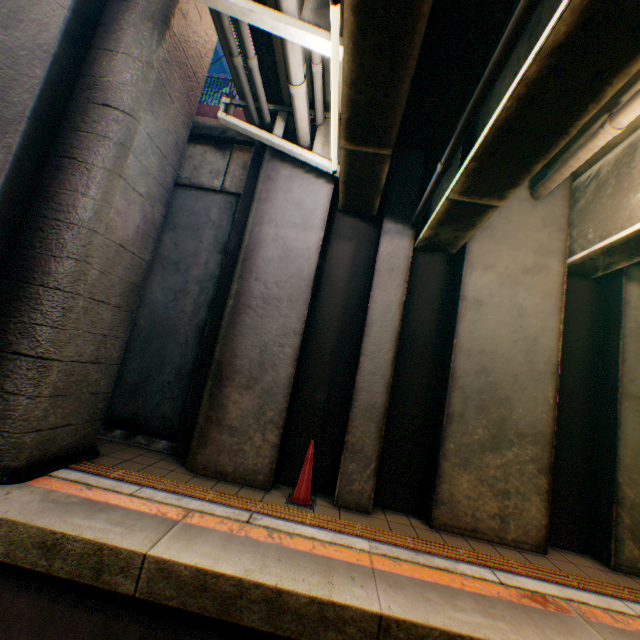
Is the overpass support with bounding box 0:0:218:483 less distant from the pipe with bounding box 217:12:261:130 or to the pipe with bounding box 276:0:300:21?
the pipe with bounding box 217:12:261:130

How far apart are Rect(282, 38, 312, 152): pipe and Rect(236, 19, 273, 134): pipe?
0.51m

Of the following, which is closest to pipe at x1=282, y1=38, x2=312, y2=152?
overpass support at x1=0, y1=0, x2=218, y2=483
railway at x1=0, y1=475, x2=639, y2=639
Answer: overpass support at x1=0, y1=0, x2=218, y2=483

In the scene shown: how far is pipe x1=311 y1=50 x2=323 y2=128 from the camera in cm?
394

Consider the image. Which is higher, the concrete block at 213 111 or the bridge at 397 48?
the concrete block at 213 111

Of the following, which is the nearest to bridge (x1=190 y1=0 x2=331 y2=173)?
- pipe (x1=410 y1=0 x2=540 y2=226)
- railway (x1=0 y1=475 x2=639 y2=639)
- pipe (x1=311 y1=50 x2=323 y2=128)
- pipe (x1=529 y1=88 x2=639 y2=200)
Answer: pipe (x1=311 y1=50 x2=323 y2=128)

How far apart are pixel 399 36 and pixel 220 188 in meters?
4.5

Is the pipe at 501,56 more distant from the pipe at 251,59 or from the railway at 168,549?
the railway at 168,549
